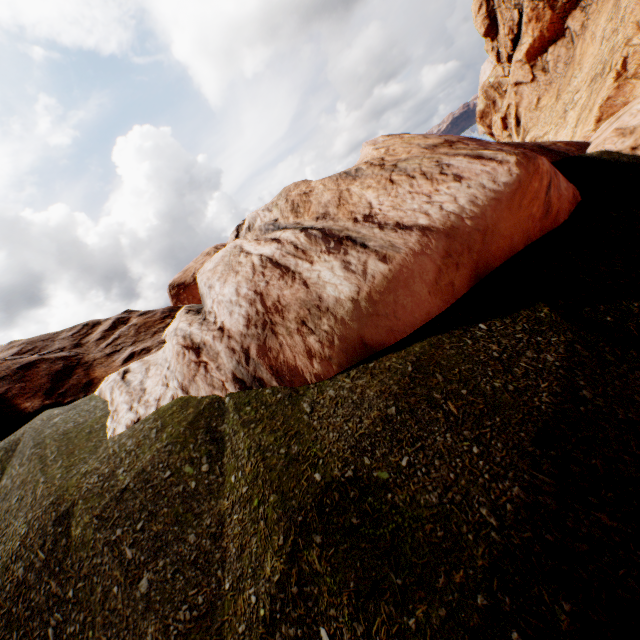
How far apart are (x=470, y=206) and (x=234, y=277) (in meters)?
3.35
